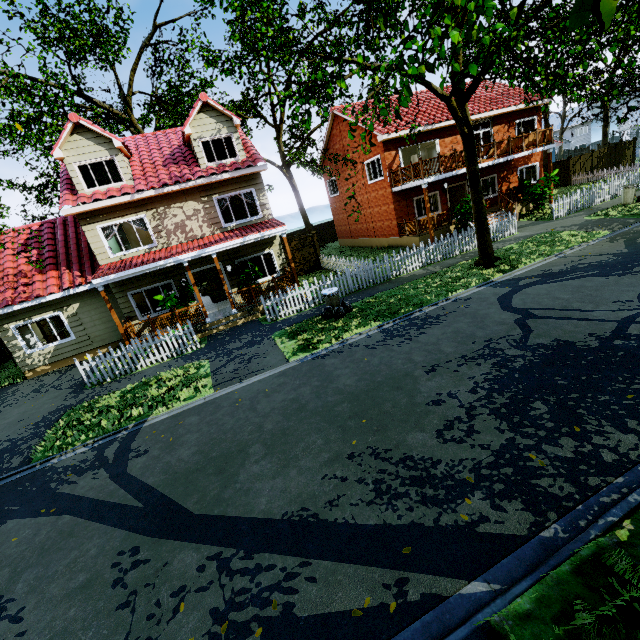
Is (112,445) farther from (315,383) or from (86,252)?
(86,252)

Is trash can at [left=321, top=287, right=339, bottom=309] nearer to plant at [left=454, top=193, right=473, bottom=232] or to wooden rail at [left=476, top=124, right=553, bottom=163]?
wooden rail at [left=476, top=124, right=553, bottom=163]

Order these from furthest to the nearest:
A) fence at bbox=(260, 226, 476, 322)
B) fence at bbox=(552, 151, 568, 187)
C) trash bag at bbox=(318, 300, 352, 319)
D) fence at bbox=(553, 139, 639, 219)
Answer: fence at bbox=(552, 151, 568, 187) → fence at bbox=(553, 139, 639, 219) → fence at bbox=(260, 226, 476, 322) → trash bag at bbox=(318, 300, 352, 319)

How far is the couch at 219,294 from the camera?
17.5 meters

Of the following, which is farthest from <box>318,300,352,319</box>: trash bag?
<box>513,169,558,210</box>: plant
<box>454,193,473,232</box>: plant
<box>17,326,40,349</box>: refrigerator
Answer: <box>513,169,558,210</box>: plant

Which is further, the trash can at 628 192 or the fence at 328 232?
the fence at 328 232

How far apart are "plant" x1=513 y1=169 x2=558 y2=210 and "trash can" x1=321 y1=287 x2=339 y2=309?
15.4 meters

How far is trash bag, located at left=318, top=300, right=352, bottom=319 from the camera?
11.53m
